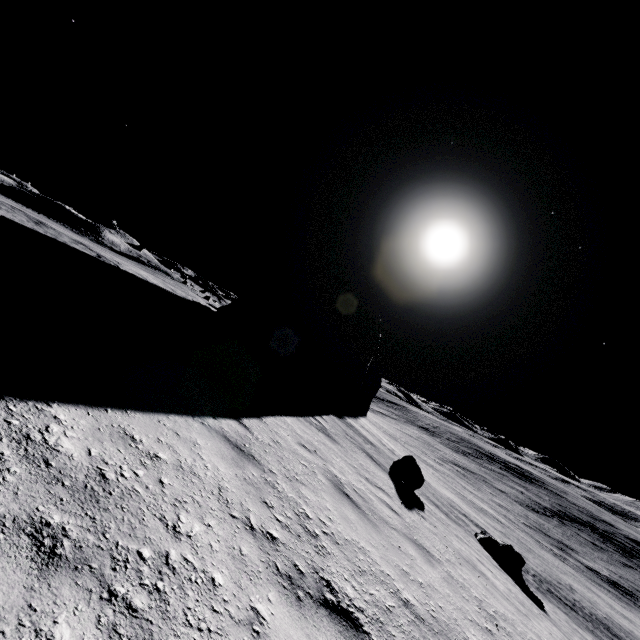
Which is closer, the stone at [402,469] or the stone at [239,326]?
the stone at [402,469]

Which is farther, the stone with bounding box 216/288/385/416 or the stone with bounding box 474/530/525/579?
the stone with bounding box 216/288/385/416

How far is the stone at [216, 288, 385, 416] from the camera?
17.88m

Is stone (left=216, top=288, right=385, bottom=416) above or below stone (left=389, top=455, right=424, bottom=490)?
above

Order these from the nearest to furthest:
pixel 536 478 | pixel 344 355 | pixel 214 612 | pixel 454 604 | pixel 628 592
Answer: pixel 214 612
pixel 454 604
pixel 344 355
pixel 628 592
pixel 536 478

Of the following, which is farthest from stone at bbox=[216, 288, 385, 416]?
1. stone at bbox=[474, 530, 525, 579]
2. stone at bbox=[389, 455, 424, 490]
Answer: stone at bbox=[474, 530, 525, 579]

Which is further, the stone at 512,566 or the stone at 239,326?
the stone at 239,326

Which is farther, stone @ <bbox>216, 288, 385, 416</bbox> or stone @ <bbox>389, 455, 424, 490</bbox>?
stone @ <bbox>216, 288, 385, 416</bbox>
